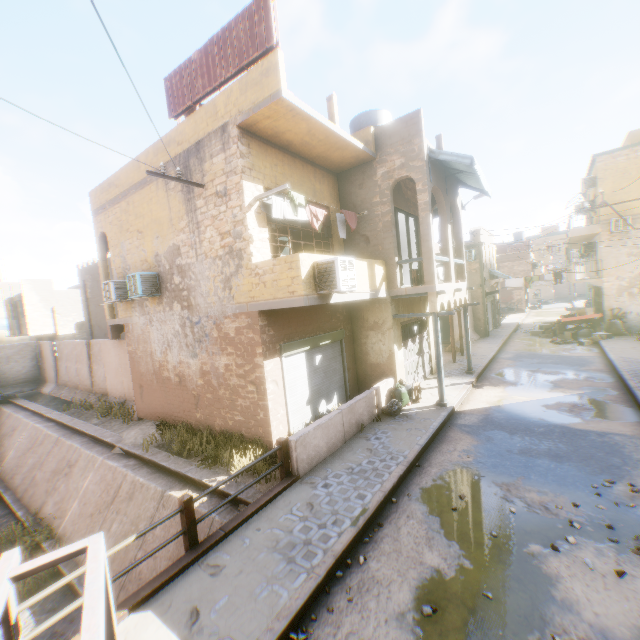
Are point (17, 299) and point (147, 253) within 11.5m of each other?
no

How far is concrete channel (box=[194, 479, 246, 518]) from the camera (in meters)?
7.62

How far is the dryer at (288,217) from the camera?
8.3 meters

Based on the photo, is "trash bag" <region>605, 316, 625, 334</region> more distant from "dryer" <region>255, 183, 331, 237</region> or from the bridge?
the bridge

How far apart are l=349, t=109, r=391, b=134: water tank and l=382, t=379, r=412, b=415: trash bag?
8.3m

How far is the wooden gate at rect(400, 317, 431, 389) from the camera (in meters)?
12.69

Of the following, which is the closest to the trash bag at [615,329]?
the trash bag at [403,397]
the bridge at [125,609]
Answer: the trash bag at [403,397]

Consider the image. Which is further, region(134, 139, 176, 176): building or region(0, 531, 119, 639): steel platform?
region(134, 139, 176, 176): building
